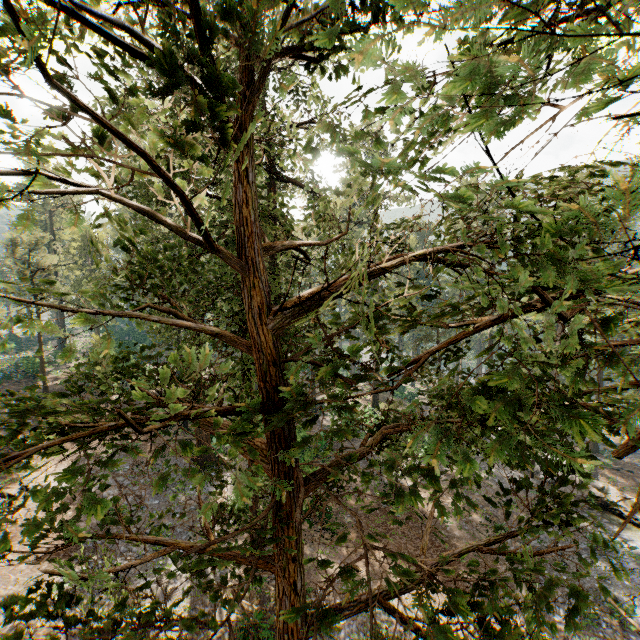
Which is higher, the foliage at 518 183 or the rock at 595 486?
the foliage at 518 183

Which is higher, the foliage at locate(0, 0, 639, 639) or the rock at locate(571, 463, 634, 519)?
the foliage at locate(0, 0, 639, 639)

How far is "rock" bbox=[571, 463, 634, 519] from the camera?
21.9 meters

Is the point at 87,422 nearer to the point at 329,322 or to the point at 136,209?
the point at 136,209

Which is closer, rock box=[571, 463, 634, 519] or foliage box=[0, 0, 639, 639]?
foliage box=[0, 0, 639, 639]

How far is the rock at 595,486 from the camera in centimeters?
2191cm
